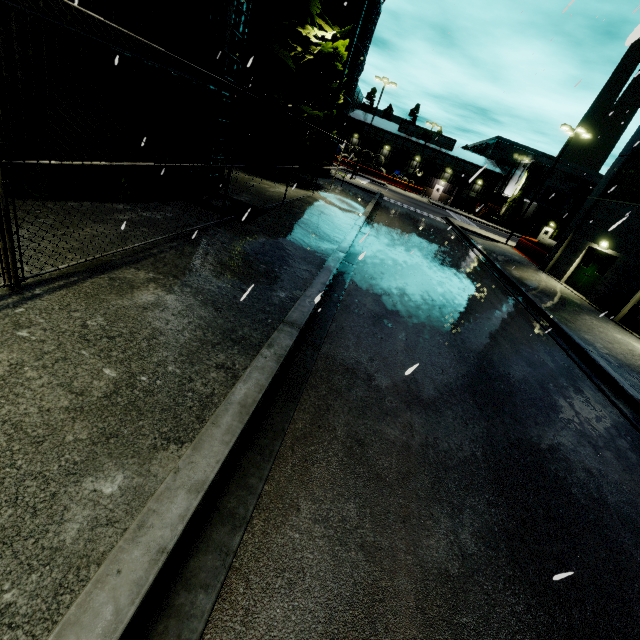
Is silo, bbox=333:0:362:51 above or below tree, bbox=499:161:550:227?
above

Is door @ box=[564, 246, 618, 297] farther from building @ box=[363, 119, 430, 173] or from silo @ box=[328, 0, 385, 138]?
silo @ box=[328, 0, 385, 138]

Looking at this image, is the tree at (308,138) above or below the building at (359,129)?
below

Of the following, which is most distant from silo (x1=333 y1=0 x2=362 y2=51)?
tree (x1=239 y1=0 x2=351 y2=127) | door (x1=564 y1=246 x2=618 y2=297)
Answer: door (x1=564 y1=246 x2=618 y2=297)

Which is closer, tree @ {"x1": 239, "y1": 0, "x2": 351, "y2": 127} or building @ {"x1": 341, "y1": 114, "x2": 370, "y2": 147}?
tree @ {"x1": 239, "y1": 0, "x2": 351, "y2": 127}

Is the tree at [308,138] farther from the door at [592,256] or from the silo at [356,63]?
the door at [592,256]

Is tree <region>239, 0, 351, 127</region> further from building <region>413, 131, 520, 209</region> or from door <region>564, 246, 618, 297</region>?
door <region>564, 246, 618, 297</region>

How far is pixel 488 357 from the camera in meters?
7.2
